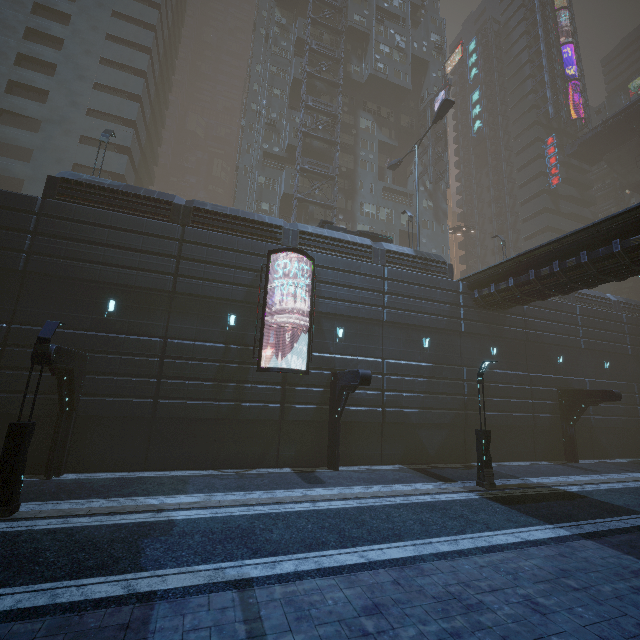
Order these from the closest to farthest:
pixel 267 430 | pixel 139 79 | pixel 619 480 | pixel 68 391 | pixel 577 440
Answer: pixel 68 391, pixel 267 430, pixel 619 480, pixel 577 440, pixel 139 79

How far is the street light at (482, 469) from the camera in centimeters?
1434cm

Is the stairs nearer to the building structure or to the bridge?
the bridge

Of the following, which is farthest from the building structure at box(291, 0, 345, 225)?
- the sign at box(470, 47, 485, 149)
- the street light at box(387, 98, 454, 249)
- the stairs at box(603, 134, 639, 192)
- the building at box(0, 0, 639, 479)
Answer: the stairs at box(603, 134, 639, 192)

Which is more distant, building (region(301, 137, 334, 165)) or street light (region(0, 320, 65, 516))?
building (region(301, 137, 334, 165))

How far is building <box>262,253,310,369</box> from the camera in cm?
1722

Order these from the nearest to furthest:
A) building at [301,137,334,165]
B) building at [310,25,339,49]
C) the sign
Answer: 1. building at [301,137,334,165]
2. building at [310,25,339,49]
3. the sign

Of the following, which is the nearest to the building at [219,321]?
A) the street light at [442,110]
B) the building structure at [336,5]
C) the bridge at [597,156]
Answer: the building structure at [336,5]
